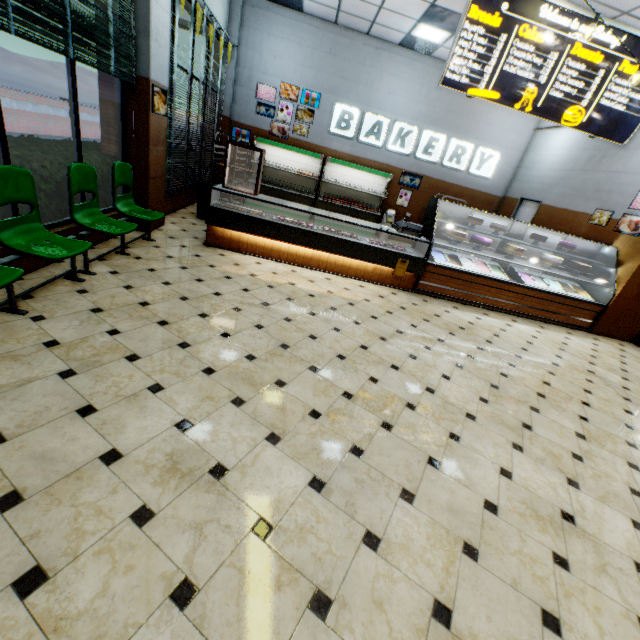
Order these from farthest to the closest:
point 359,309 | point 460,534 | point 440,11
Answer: point 440,11
point 359,309
point 460,534

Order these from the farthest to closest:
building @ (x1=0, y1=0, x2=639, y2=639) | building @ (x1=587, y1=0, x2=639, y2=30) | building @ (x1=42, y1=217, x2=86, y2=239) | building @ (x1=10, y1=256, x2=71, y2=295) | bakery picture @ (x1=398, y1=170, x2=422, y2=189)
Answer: bakery picture @ (x1=398, y1=170, x2=422, y2=189)
building @ (x1=587, y1=0, x2=639, y2=30)
building @ (x1=42, y1=217, x2=86, y2=239)
building @ (x1=10, y1=256, x2=71, y2=295)
building @ (x1=0, y1=0, x2=639, y2=639)

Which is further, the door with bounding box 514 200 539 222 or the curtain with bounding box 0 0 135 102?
the door with bounding box 514 200 539 222

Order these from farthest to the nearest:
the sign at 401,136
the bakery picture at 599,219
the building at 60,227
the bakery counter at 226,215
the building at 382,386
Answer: the sign at 401,136 → the bakery picture at 599,219 → the bakery counter at 226,215 → the building at 60,227 → the building at 382,386

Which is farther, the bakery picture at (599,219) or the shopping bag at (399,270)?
the bakery picture at (599,219)

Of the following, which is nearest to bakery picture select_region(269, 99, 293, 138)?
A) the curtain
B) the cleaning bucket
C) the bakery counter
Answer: the cleaning bucket

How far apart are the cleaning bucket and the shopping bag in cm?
416

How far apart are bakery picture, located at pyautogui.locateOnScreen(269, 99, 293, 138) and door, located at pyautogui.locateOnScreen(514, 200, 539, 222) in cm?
672
